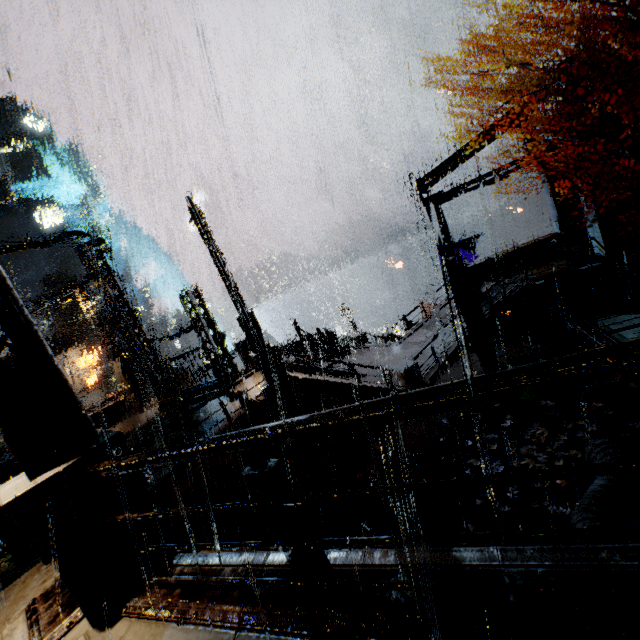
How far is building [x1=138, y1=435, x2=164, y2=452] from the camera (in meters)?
11.46

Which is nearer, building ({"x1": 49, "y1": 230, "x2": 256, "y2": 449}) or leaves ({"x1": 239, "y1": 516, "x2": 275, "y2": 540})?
leaves ({"x1": 239, "y1": 516, "x2": 275, "y2": 540})

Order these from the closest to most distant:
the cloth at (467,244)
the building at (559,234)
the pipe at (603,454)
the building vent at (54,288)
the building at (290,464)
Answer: the pipe at (603,454), the building at (290,464), the building at (559,234), the cloth at (467,244), the building vent at (54,288)

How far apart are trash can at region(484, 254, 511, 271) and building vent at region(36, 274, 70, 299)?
67.4m

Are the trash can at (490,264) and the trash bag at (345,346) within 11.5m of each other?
yes

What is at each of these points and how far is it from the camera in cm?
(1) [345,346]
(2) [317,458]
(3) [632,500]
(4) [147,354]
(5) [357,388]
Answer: (1) trash bag, 2462
(2) building, 1234
(3) pipe, 632
(4) building, 1786
(5) building, 1283

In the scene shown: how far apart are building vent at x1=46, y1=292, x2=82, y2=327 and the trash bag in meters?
57.4 m

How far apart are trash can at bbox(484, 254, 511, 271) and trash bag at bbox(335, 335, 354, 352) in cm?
1046
